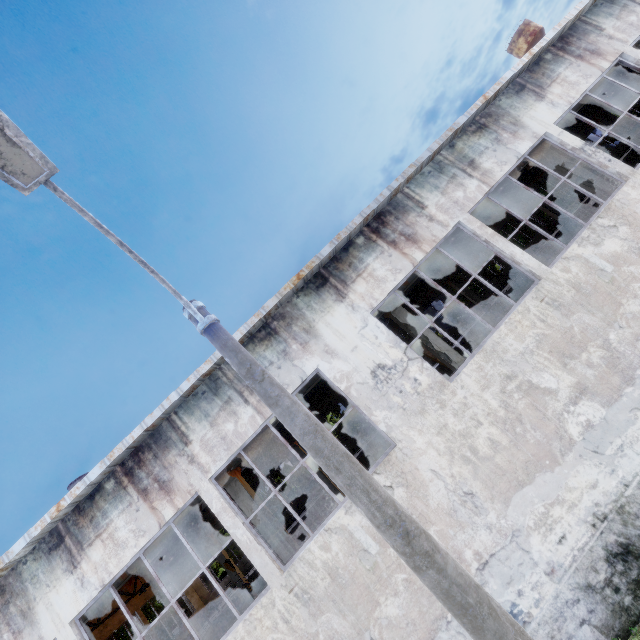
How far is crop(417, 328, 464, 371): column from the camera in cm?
1077

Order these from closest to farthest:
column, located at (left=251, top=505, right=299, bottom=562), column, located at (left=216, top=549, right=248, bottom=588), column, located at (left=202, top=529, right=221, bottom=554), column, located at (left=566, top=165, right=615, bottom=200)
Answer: column, located at (left=251, top=505, right=299, bottom=562) < column, located at (left=566, top=165, right=615, bottom=200) < column, located at (left=216, top=549, right=248, bottom=588) < column, located at (left=202, top=529, right=221, bottom=554)

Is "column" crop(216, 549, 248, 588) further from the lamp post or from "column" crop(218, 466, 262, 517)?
the lamp post

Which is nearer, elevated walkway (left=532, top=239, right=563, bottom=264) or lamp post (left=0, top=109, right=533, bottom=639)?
lamp post (left=0, top=109, right=533, bottom=639)

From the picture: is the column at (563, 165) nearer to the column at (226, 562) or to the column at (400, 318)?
the column at (400, 318)

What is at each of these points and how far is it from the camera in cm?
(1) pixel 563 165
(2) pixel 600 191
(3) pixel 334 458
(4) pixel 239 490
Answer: (1) column, 1251
(2) column, 1215
(3) lamp post, 333
(4) column, 1020

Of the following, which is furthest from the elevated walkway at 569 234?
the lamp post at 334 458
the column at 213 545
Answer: the lamp post at 334 458

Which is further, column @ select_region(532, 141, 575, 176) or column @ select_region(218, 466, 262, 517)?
column @ select_region(532, 141, 575, 176)
